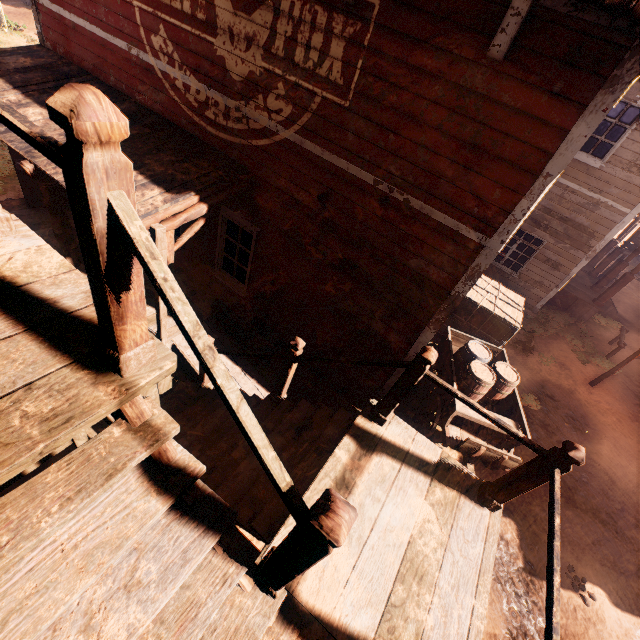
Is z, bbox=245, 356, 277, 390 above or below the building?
below

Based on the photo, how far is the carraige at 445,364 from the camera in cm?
741

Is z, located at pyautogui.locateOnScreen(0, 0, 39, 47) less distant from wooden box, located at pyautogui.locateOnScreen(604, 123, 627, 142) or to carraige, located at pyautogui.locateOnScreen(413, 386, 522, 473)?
carraige, located at pyautogui.locateOnScreen(413, 386, 522, 473)

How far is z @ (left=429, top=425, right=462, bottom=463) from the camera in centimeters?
760cm

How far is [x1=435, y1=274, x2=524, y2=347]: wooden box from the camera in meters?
9.5 m

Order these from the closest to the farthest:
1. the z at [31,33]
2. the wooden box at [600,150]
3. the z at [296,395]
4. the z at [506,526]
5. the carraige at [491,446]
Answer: the z at [506,526] → the carraige at [491,446] → the z at [296,395] → the wooden box at [600,150] → the z at [31,33]

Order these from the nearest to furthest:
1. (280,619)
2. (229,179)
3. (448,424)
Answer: (280,619) → (229,179) → (448,424)

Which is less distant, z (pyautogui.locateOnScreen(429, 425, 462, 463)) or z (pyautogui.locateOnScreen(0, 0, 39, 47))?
z (pyautogui.locateOnScreen(429, 425, 462, 463))
